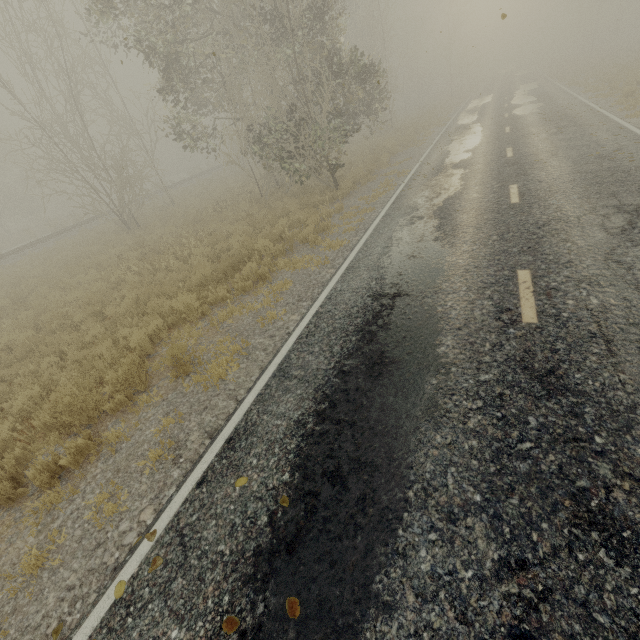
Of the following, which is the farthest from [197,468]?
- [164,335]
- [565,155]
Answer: [565,155]

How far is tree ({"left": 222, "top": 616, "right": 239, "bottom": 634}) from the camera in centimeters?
251cm

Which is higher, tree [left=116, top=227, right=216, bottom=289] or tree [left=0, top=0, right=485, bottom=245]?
tree [left=0, top=0, right=485, bottom=245]

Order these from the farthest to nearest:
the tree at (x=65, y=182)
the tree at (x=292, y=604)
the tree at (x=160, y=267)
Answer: the tree at (x=65, y=182), the tree at (x=160, y=267), the tree at (x=292, y=604)

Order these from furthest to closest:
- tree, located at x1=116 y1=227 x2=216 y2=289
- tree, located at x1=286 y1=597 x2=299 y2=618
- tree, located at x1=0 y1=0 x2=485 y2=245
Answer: tree, located at x1=0 y1=0 x2=485 y2=245
tree, located at x1=116 y1=227 x2=216 y2=289
tree, located at x1=286 y1=597 x2=299 y2=618

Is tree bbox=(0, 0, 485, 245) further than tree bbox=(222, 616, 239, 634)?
Yes

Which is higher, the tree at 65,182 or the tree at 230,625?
the tree at 65,182
